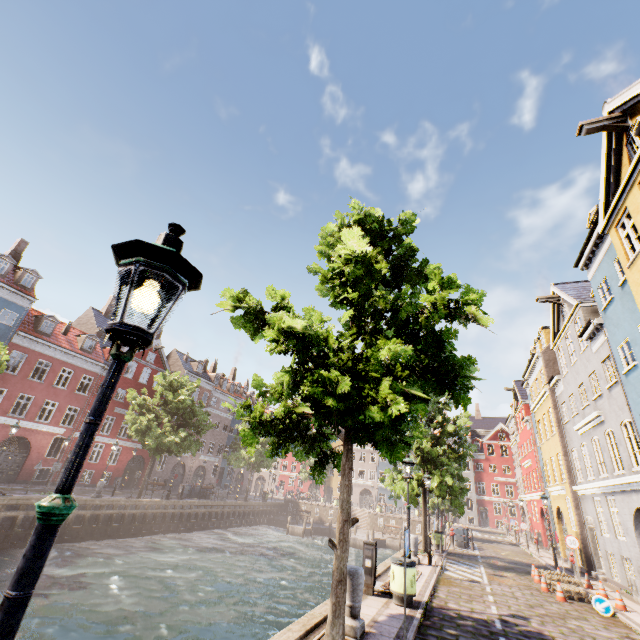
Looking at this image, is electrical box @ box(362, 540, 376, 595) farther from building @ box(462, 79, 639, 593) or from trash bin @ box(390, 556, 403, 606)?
building @ box(462, 79, 639, 593)

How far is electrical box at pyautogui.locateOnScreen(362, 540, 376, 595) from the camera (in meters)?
9.25

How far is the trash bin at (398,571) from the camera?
8.6 meters

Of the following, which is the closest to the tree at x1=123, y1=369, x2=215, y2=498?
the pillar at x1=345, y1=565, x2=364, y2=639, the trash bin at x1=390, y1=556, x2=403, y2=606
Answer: the pillar at x1=345, y1=565, x2=364, y2=639

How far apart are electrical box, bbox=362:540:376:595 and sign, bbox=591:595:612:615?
8.1 meters

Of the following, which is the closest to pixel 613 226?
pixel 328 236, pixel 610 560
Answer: pixel 328 236

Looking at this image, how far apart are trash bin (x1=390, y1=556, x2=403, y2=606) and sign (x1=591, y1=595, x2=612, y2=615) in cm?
733

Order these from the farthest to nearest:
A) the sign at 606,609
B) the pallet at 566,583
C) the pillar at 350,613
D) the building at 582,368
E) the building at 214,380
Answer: the building at 214,380 < the pallet at 566,583 < the building at 582,368 < the sign at 606,609 < the pillar at 350,613
